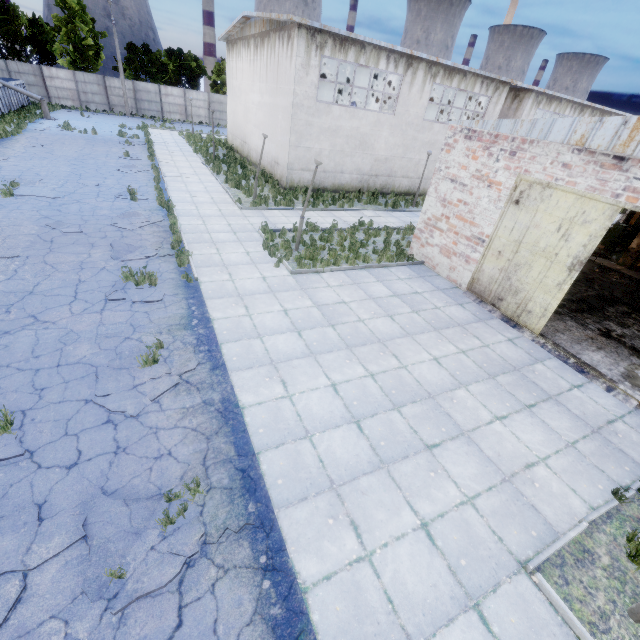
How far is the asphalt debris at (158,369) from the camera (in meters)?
6.29

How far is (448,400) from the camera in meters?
7.1

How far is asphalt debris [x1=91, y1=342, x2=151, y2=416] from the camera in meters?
5.7

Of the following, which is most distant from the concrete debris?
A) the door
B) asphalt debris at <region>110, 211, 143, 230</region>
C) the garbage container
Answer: the garbage container

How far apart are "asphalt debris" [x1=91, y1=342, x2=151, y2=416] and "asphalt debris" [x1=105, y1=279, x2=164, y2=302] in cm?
172

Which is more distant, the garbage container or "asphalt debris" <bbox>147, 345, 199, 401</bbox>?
the garbage container

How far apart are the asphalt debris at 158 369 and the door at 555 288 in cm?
946

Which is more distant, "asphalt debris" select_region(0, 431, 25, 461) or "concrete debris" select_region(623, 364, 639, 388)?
"concrete debris" select_region(623, 364, 639, 388)
